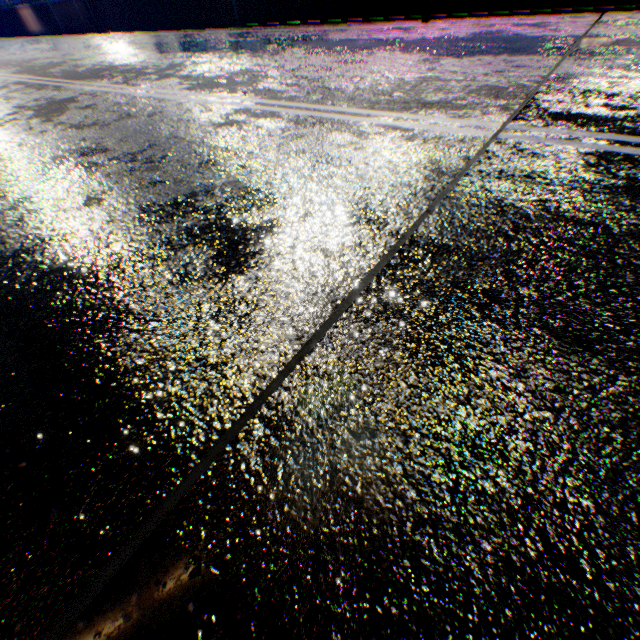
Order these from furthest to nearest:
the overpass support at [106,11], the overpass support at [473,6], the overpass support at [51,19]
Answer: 1. the overpass support at [51,19]
2. the overpass support at [106,11]
3. the overpass support at [473,6]

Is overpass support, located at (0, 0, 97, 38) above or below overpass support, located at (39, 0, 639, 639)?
above

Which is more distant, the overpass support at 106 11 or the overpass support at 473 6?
the overpass support at 106 11

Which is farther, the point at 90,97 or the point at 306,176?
the point at 90,97

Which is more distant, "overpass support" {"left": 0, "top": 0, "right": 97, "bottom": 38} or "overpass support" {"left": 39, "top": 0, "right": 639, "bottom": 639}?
"overpass support" {"left": 0, "top": 0, "right": 97, "bottom": 38}

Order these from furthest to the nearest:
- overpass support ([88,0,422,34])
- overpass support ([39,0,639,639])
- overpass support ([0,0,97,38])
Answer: overpass support ([0,0,97,38]) < overpass support ([88,0,422,34]) < overpass support ([39,0,639,639])
